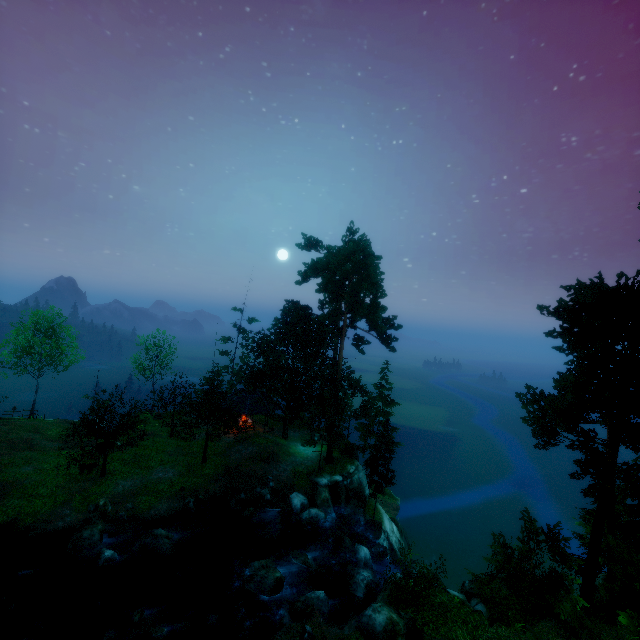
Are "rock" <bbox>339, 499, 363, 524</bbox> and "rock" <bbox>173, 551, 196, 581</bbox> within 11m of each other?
no

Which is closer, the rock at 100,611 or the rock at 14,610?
the rock at 14,610

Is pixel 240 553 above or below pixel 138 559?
below

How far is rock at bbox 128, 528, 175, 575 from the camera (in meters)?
19.53

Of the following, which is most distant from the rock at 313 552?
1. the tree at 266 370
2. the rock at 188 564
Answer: the tree at 266 370

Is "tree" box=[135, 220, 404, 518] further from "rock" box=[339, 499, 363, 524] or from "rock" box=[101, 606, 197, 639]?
"rock" box=[101, 606, 197, 639]

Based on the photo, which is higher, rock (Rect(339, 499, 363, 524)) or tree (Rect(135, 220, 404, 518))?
tree (Rect(135, 220, 404, 518))

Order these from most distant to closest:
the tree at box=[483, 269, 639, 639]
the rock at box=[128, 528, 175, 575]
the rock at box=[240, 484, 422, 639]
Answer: the rock at box=[128, 528, 175, 575] < the rock at box=[240, 484, 422, 639] < the tree at box=[483, 269, 639, 639]
